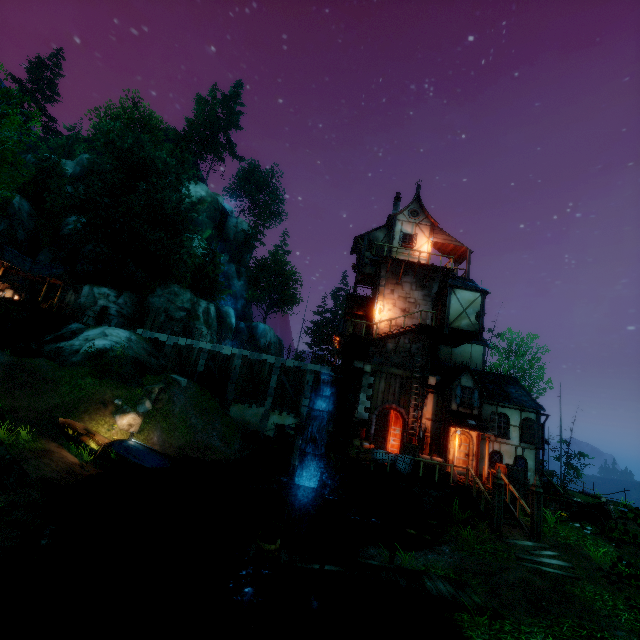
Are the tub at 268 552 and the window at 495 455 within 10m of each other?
no

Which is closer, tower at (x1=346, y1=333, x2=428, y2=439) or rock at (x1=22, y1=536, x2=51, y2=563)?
rock at (x1=22, y1=536, x2=51, y2=563)

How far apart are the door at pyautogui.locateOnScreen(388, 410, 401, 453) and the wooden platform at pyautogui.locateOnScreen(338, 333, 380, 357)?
3.9 meters

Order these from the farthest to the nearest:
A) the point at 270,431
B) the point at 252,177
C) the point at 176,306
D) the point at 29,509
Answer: the point at 252,177 < the point at 176,306 < the point at 270,431 < the point at 29,509

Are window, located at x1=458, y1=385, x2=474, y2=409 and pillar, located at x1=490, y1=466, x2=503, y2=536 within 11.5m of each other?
yes

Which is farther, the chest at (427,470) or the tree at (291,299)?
the tree at (291,299)

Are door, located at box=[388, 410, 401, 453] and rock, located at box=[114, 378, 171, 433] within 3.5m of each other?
no

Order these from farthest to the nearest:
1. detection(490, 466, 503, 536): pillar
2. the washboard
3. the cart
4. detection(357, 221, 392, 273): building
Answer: detection(357, 221, 392, 273): building < the cart < detection(490, 466, 503, 536): pillar < the washboard
